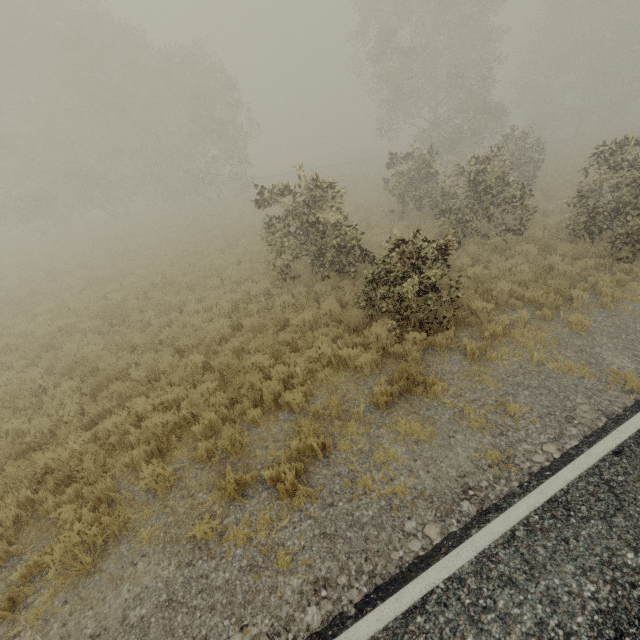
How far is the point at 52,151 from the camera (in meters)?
24.61
